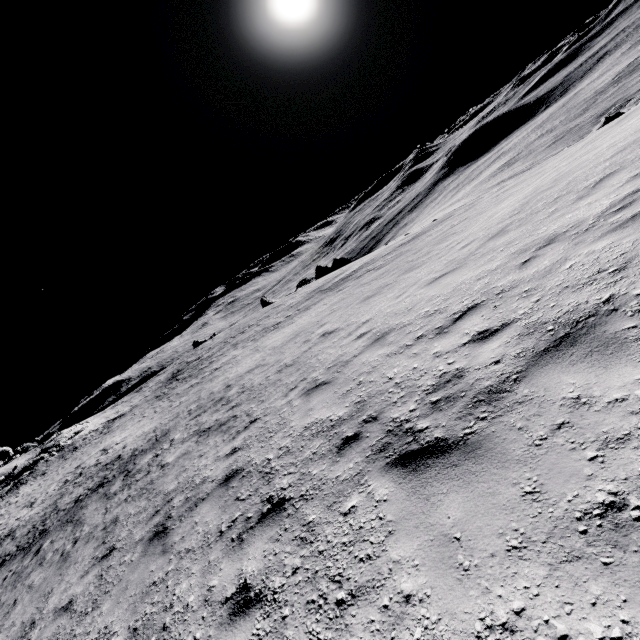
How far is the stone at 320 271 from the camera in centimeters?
5009cm

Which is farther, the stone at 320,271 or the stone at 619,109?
the stone at 320,271

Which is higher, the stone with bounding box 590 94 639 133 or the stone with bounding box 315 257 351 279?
the stone with bounding box 315 257 351 279

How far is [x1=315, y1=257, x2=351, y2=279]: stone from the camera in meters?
50.1

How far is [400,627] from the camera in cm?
201

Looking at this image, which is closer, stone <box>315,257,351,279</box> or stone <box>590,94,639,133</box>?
stone <box>590,94,639,133</box>
